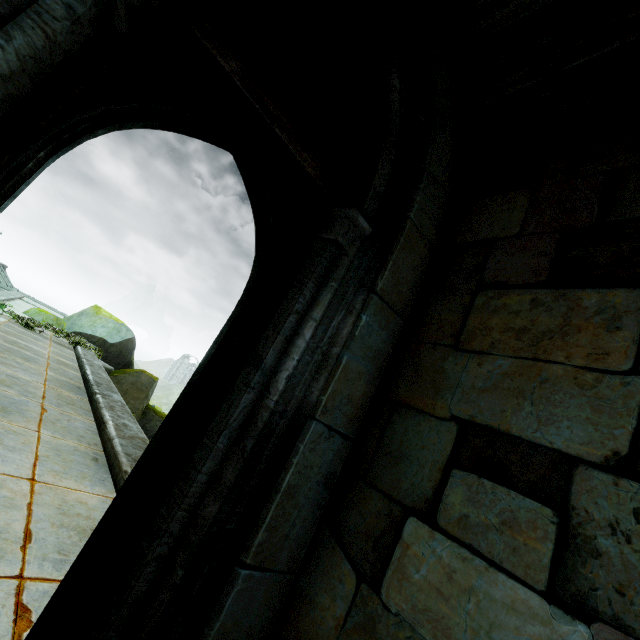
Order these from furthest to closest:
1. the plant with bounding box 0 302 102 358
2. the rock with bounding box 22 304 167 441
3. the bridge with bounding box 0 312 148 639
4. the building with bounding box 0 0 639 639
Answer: the rock with bounding box 22 304 167 441
the plant with bounding box 0 302 102 358
the bridge with bounding box 0 312 148 639
the building with bounding box 0 0 639 639

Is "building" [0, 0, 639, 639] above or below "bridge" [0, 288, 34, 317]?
above

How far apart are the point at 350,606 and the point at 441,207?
2.33m

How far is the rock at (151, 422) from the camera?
15.2 meters

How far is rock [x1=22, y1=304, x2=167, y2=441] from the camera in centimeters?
1518cm

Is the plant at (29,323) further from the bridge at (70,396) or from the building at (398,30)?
the building at (398,30)

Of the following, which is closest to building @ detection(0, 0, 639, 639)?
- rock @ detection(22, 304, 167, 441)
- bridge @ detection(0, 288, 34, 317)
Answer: bridge @ detection(0, 288, 34, 317)
